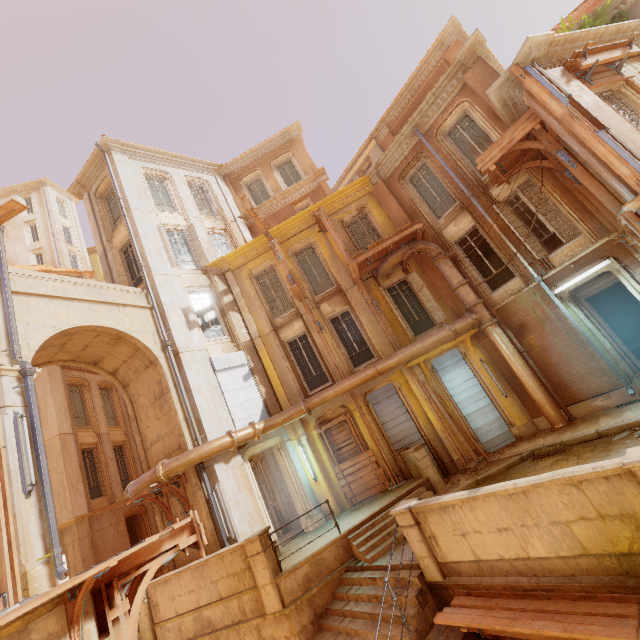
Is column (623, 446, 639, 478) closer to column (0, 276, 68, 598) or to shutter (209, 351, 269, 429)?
column (0, 276, 68, 598)

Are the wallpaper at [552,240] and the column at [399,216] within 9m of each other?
yes

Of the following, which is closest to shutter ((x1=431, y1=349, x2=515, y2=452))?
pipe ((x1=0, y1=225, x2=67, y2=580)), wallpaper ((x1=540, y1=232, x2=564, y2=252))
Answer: wallpaper ((x1=540, y1=232, x2=564, y2=252))

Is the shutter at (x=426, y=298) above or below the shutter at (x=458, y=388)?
above

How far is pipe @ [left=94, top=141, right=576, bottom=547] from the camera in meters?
10.5 m

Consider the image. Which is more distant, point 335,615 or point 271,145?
point 271,145

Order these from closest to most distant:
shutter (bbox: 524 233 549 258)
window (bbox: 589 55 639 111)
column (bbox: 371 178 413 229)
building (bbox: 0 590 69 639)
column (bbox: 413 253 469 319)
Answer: building (bbox: 0 590 69 639) → window (bbox: 589 55 639 111) → shutter (bbox: 524 233 549 258) → column (bbox: 413 253 469 319) → column (bbox: 371 178 413 229)

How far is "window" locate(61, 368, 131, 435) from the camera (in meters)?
17.73
